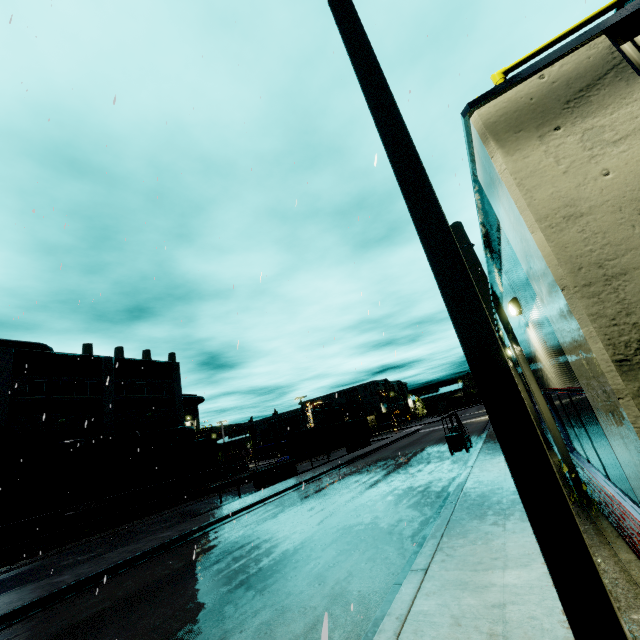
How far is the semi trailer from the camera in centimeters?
2269cm

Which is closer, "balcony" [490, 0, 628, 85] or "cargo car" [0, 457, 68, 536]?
"balcony" [490, 0, 628, 85]

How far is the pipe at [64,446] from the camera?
26.3 meters

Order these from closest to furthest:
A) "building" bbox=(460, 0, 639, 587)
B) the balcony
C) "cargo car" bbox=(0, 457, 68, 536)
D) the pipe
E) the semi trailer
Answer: "building" bbox=(460, 0, 639, 587), the balcony, "cargo car" bbox=(0, 457, 68, 536), the semi trailer, the pipe

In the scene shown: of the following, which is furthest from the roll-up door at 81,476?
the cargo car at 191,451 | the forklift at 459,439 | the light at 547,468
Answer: the light at 547,468

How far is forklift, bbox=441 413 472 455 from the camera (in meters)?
18.81

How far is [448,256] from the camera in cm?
181

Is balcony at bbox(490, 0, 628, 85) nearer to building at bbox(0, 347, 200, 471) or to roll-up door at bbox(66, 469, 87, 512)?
building at bbox(0, 347, 200, 471)
